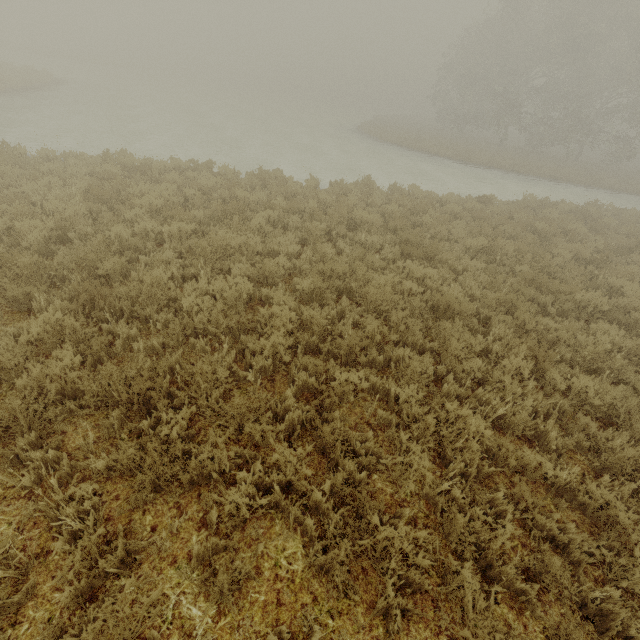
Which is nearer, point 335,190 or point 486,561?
point 486,561
